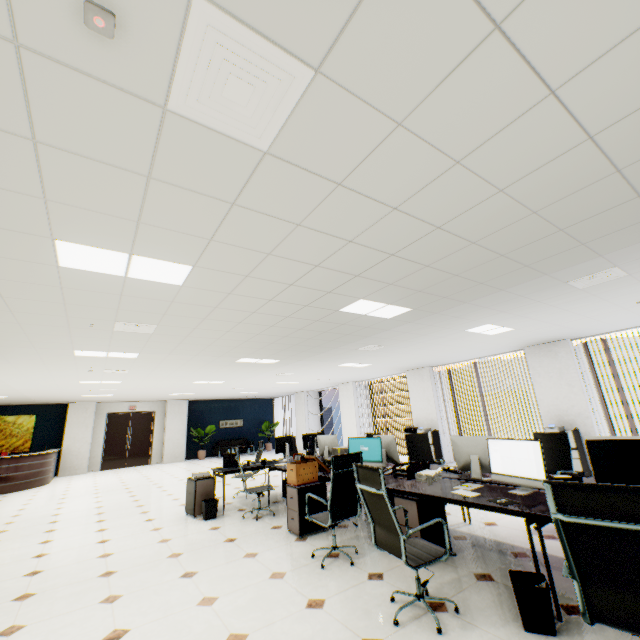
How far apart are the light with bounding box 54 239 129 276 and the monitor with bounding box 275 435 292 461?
4.84m

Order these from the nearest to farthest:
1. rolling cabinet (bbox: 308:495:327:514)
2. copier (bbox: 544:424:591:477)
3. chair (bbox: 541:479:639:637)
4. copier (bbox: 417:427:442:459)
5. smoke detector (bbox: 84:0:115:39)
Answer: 1. smoke detector (bbox: 84:0:115:39)
2. chair (bbox: 541:479:639:637)
3. rolling cabinet (bbox: 308:495:327:514)
4. copier (bbox: 544:424:591:477)
5. copier (bbox: 417:427:442:459)

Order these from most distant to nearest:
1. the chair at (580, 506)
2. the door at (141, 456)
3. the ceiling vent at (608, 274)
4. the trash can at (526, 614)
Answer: the door at (141, 456) → the ceiling vent at (608, 274) → the trash can at (526, 614) → the chair at (580, 506)

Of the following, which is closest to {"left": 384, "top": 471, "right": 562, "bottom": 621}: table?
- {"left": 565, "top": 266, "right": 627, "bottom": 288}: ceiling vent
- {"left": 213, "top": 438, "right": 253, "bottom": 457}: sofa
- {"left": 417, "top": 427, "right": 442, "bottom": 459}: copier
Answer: {"left": 565, "top": 266, "right": 627, "bottom": 288}: ceiling vent

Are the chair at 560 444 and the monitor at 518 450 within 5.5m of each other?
yes

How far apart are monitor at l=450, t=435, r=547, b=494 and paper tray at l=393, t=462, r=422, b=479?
1.0m

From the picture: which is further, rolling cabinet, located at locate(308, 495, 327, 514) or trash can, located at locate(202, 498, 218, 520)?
trash can, located at locate(202, 498, 218, 520)

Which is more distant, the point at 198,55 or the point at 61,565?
the point at 61,565
